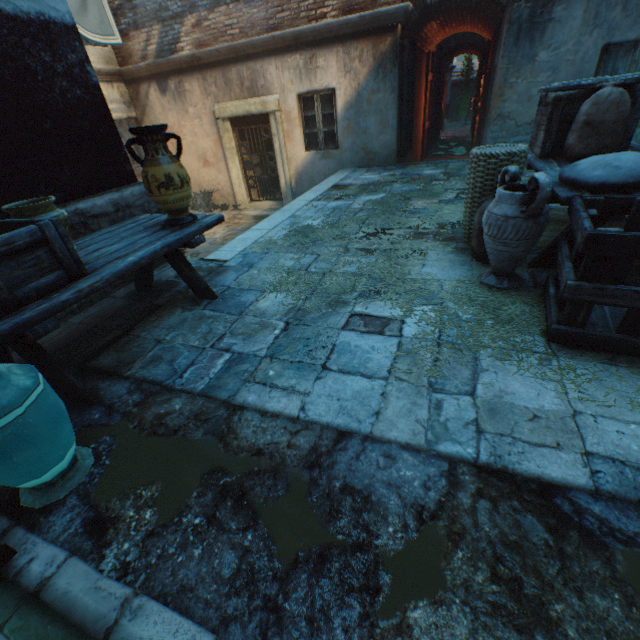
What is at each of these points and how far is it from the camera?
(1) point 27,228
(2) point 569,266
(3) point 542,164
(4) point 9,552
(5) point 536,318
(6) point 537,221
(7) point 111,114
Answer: (1) wooden crate, 1.8 meters
(2) wooden crate, 2.1 meters
(3) table, 3.2 meters
(4) building, 1.3 meters
(5) straw, 2.3 meters
(6) ceramic pot, 2.4 meters
(7) building, 3.4 meters

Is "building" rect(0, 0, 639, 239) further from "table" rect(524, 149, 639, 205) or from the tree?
"table" rect(524, 149, 639, 205)

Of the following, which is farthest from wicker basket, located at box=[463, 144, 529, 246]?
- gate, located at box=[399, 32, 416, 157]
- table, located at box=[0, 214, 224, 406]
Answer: gate, located at box=[399, 32, 416, 157]

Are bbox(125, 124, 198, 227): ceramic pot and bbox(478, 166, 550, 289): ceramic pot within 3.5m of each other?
yes

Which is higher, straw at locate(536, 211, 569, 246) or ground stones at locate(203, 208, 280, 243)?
straw at locate(536, 211, 569, 246)

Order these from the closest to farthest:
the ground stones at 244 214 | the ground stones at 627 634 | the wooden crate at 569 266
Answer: the ground stones at 627 634
the wooden crate at 569 266
the ground stones at 244 214

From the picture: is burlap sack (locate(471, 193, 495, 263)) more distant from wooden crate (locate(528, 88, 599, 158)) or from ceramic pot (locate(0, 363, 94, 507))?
ceramic pot (locate(0, 363, 94, 507))

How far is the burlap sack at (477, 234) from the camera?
3.0m
